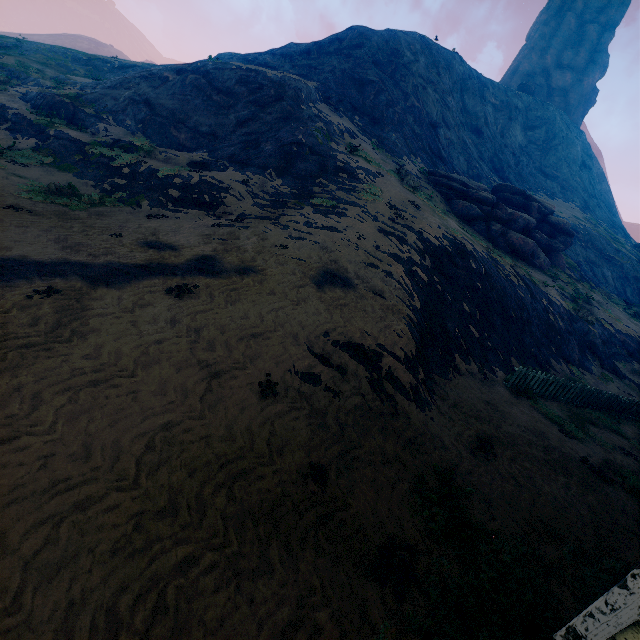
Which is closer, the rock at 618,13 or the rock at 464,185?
the rock at 464,185

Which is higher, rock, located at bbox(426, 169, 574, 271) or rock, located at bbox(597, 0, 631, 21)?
rock, located at bbox(597, 0, 631, 21)

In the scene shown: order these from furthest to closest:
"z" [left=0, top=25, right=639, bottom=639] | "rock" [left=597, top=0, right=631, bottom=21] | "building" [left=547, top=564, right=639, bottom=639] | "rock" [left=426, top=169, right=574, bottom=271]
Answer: "rock" [left=597, top=0, right=631, bottom=21]
"rock" [left=426, top=169, right=574, bottom=271]
"z" [left=0, top=25, right=639, bottom=639]
"building" [left=547, top=564, right=639, bottom=639]

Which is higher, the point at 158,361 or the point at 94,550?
the point at 158,361

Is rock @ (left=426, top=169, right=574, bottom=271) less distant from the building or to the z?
the z

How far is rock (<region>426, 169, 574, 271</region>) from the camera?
23.4 meters

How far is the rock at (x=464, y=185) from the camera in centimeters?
2339cm

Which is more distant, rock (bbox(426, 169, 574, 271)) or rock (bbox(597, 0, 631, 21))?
rock (bbox(597, 0, 631, 21))
